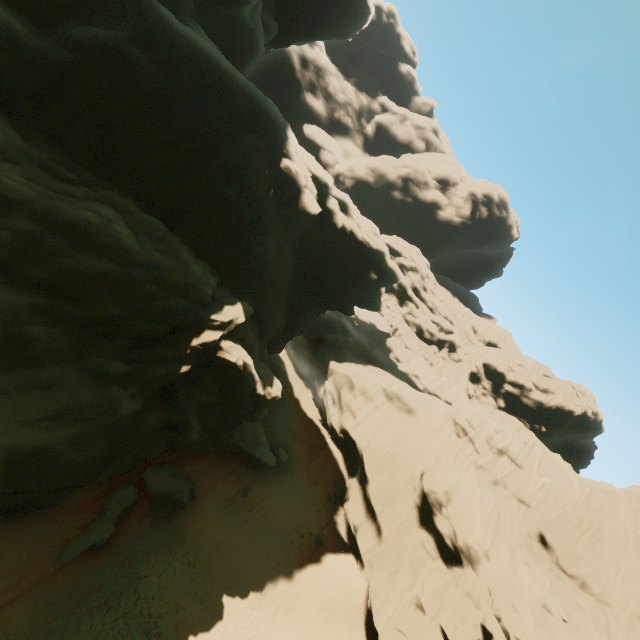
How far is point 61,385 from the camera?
11.2m

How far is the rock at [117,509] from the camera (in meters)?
14.19

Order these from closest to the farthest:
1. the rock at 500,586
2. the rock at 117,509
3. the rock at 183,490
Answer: the rock at 500,586 < the rock at 117,509 < the rock at 183,490

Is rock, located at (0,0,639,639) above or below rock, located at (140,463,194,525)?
above

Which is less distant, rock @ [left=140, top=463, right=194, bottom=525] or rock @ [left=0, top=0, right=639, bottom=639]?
rock @ [left=0, top=0, right=639, bottom=639]

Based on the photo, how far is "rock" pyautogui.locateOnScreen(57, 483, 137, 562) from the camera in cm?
1419
